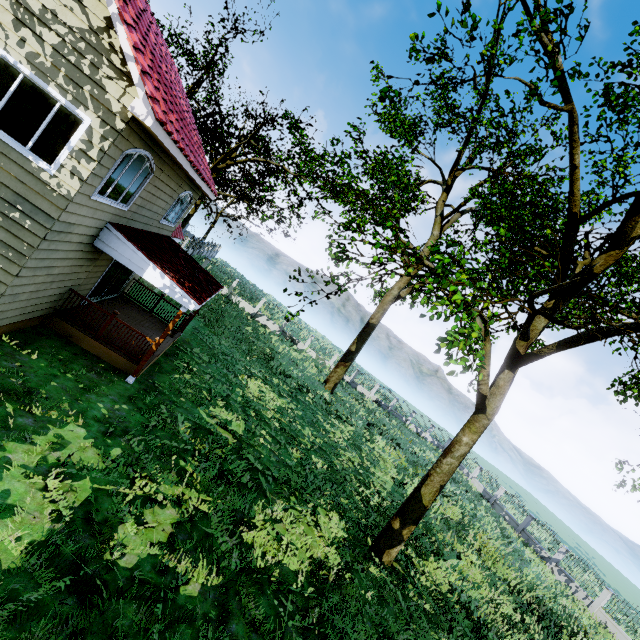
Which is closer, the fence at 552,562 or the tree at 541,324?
the tree at 541,324

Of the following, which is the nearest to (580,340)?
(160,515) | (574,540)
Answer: (160,515)

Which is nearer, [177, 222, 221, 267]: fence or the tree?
the tree

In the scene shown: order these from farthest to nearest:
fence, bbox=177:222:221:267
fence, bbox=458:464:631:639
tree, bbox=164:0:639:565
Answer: fence, bbox=177:222:221:267 < fence, bbox=458:464:631:639 < tree, bbox=164:0:639:565

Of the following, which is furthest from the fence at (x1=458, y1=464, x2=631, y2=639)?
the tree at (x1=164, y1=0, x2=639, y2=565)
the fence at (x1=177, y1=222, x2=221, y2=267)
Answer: the fence at (x1=177, y1=222, x2=221, y2=267)

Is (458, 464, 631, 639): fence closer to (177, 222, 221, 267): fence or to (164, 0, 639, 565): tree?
(164, 0, 639, 565): tree

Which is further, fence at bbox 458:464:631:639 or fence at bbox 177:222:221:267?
fence at bbox 177:222:221:267

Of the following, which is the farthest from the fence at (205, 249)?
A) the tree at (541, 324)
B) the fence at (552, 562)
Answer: the fence at (552, 562)
